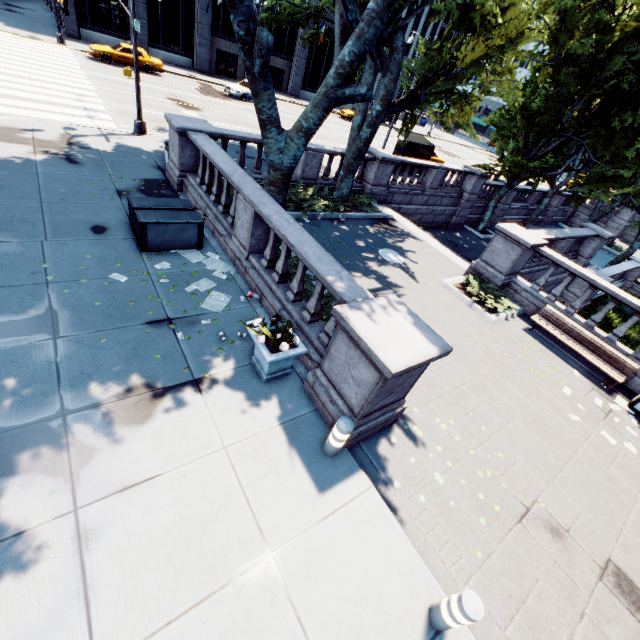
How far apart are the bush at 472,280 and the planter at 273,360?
7.7m

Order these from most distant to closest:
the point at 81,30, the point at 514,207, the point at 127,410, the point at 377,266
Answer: the point at 81,30, the point at 514,207, the point at 377,266, the point at 127,410

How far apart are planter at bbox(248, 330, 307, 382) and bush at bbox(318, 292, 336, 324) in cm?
124

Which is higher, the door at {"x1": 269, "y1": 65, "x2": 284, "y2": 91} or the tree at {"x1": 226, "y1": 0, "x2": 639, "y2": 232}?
the tree at {"x1": 226, "y1": 0, "x2": 639, "y2": 232}

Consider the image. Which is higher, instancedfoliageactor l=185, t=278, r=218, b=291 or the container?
the container

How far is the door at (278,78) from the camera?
39.5 meters

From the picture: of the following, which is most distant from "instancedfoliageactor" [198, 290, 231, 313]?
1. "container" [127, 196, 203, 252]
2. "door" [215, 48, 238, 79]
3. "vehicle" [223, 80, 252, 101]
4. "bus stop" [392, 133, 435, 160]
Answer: "door" [215, 48, 238, 79]

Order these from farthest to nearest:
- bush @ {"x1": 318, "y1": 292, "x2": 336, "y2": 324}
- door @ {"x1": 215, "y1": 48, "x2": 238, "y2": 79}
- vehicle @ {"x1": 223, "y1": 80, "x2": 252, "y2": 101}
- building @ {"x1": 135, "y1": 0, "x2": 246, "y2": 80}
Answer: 1. door @ {"x1": 215, "y1": 48, "x2": 238, "y2": 79}
2. building @ {"x1": 135, "y1": 0, "x2": 246, "y2": 80}
3. vehicle @ {"x1": 223, "y1": 80, "x2": 252, "y2": 101}
4. bush @ {"x1": 318, "y1": 292, "x2": 336, "y2": 324}
